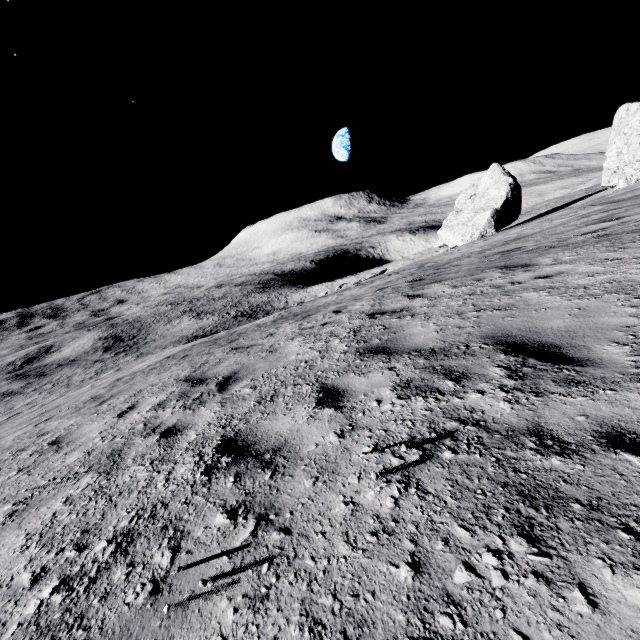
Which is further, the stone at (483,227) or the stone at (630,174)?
the stone at (483,227)

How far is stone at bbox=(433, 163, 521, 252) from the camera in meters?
25.5 m

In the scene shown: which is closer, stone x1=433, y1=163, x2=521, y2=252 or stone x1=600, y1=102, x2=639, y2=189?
stone x1=600, y1=102, x2=639, y2=189

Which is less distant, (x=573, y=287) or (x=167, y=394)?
(x=573, y=287)

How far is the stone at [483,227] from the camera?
25.5 meters
